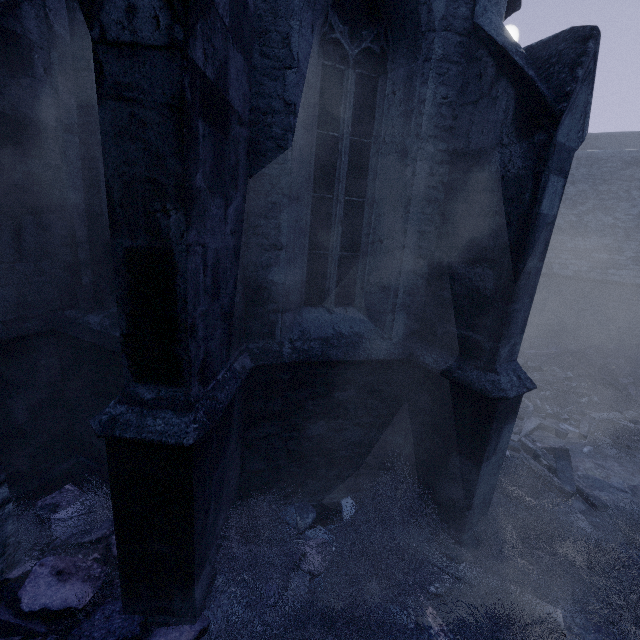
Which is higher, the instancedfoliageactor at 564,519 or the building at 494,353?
the building at 494,353

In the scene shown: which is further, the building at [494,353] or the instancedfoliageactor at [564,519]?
the instancedfoliageactor at [564,519]

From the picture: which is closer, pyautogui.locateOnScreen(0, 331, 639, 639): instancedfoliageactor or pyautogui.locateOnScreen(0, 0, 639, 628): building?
pyautogui.locateOnScreen(0, 0, 639, 628): building

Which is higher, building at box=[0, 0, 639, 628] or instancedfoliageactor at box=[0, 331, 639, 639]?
building at box=[0, 0, 639, 628]

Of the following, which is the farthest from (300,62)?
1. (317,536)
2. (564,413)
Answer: (564,413)
